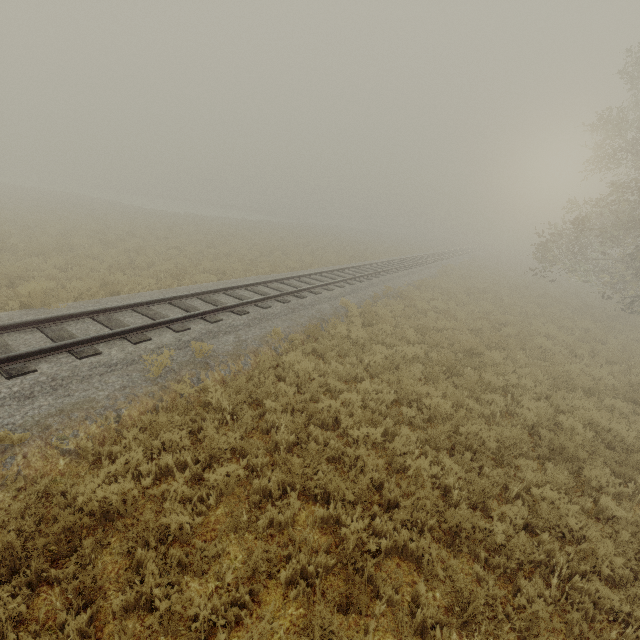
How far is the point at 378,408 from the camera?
7.20m
